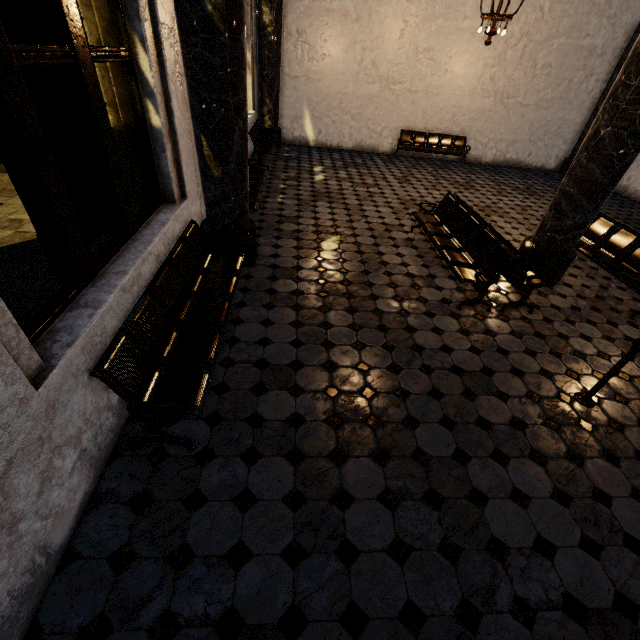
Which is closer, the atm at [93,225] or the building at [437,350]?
the building at [437,350]

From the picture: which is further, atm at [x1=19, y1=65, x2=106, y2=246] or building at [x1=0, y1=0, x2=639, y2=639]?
atm at [x1=19, y1=65, x2=106, y2=246]

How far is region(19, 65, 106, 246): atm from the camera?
3.2 meters

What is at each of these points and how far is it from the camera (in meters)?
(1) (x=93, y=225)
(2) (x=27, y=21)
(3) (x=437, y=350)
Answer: (1) atm, 4.19
(2) atm, 2.95
(3) building, 3.79

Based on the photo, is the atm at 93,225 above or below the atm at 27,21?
below

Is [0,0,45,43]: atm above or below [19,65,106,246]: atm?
above
